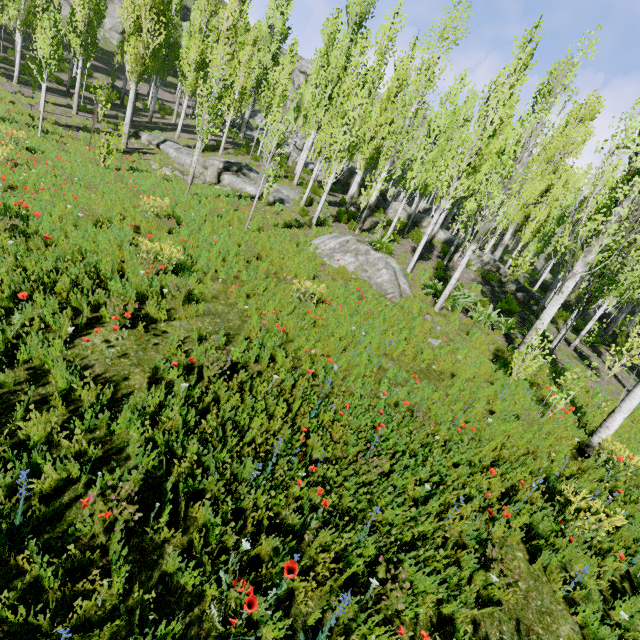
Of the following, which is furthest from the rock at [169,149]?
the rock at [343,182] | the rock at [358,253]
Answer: the rock at [343,182]

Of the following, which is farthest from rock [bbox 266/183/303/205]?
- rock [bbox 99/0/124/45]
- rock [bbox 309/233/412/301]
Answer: rock [bbox 99/0/124/45]

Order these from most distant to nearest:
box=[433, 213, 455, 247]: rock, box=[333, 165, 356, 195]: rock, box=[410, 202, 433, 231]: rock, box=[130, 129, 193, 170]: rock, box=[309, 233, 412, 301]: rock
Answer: box=[333, 165, 356, 195]: rock
box=[410, 202, 433, 231]: rock
box=[433, 213, 455, 247]: rock
box=[130, 129, 193, 170]: rock
box=[309, 233, 412, 301]: rock

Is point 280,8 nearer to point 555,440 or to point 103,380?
point 103,380

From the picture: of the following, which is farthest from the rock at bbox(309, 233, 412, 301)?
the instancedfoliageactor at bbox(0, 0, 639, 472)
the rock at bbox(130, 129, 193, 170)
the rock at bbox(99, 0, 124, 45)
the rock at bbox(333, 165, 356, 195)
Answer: the rock at bbox(99, 0, 124, 45)

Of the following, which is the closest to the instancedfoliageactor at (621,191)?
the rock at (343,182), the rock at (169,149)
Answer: the rock at (343,182)

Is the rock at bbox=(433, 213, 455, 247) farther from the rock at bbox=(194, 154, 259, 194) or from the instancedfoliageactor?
the rock at bbox=(194, 154, 259, 194)

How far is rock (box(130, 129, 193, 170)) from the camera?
17.61m
